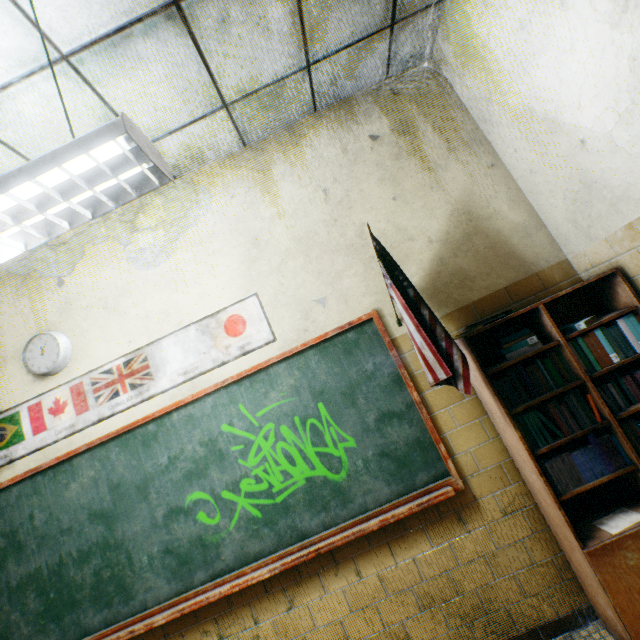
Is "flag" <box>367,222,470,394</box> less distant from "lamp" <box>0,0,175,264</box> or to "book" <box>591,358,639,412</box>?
"book" <box>591,358,639,412</box>

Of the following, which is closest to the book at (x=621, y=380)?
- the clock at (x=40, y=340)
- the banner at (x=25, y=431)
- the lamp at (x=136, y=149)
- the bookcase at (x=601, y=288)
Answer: the bookcase at (x=601, y=288)

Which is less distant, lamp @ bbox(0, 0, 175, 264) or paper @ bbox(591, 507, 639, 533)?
lamp @ bbox(0, 0, 175, 264)

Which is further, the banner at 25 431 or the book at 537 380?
the banner at 25 431

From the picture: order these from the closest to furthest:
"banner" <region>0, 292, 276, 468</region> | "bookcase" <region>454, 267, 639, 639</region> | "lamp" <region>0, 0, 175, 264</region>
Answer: "lamp" <region>0, 0, 175, 264</region>, "bookcase" <region>454, 267, 639, 639</region>, "banner" <region>0, 292, 276, 468</region>

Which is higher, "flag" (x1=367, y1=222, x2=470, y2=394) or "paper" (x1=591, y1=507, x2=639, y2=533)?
"flag" (x1=367, y1=222, x2=470, y2=394)

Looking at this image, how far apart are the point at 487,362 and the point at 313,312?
1.27m

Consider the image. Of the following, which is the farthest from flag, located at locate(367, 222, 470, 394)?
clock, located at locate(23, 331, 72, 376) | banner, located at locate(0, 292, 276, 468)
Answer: clock, located at locate(23, 331, 72, 376)
